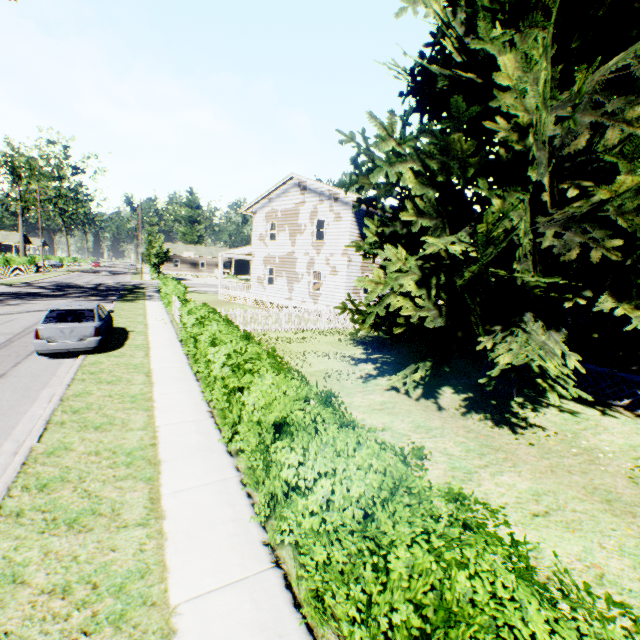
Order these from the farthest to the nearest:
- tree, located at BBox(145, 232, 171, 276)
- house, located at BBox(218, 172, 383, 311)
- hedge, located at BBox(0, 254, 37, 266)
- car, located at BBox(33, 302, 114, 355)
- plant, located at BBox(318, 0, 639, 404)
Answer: tree, located at BBox(145, 232, 171, 276), hedge, located at BBox(0, 254, 37, 266), house, located at BBox(218, 172, 383, 311), car, located at BBox(33, 302, 114, 355), plant, located at BBox(318, 0, 639, 404)

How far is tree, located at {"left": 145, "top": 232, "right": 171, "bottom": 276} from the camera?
49.5m

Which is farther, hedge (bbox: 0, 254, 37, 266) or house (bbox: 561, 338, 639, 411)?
hedge (bbox: 0, 254, 37, 266)

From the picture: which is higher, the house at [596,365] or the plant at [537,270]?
the plant at [537,270]

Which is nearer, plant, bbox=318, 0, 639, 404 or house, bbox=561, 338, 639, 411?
plant, bbox=318, 0, 639, 404

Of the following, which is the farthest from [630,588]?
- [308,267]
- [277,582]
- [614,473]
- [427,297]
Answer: [308,267]

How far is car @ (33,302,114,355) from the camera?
10.3 meters

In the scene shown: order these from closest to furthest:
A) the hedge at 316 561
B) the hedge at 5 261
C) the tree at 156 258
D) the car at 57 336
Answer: the hedge at 316 561 → the car at 57 336 → the hedge at 5 261 → the tree at 156 258
